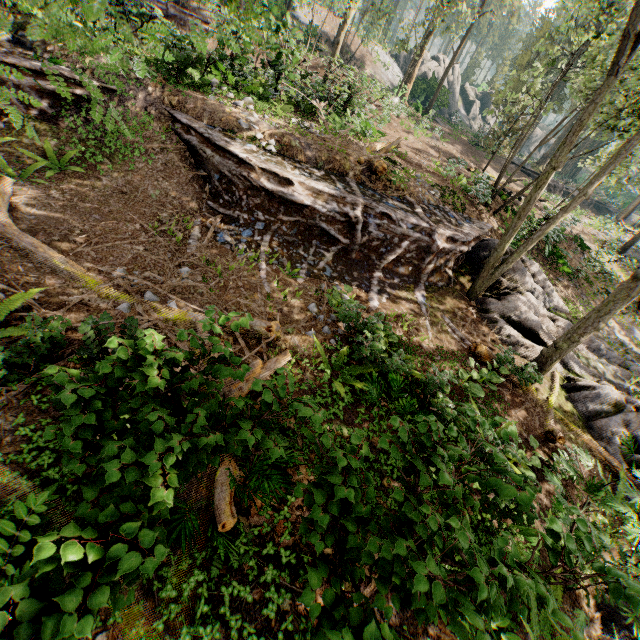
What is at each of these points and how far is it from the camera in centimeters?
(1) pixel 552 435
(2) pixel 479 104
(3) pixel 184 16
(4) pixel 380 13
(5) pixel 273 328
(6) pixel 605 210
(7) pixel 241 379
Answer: (1) foliage, 745cm
(2) rock, 5112cm
(3) ground embankment, 1780cm
(4) foliage, 2841cm
(5) foliage, 660cm
(6) ground embankment, 4459cm
(7) foliage, 295cm

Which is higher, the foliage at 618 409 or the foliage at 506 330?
the foliage at 506 330

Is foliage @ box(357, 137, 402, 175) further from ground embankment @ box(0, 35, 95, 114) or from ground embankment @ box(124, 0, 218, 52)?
ground embankment @ box(124, 0, 218, 52)

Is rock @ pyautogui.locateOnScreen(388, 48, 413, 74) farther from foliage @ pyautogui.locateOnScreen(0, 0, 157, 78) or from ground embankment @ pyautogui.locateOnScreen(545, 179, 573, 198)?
ground embankment @ pyautogui.locateOnScreen(545, 179, 573, 198)

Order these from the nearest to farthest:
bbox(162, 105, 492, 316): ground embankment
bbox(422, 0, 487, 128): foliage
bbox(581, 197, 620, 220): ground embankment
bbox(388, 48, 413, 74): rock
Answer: bbox(162, 105, 492, 316): ground embankment, bbox(422, 0, 487, 128): foliage, bbox(581, 197, 620, 220): ground embankment, bbox(388, 48, 413, 74): rock

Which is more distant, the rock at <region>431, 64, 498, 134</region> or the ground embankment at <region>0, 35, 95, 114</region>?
the rock at <region>431, 64, 498, 134</region>

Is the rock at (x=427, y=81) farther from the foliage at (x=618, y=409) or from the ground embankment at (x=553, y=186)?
the ground embankment at (x=553, y=186)

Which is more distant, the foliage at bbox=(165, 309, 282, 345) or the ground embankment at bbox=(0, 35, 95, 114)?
the ground embankment at bbox=(0, 35, 95, 114)
